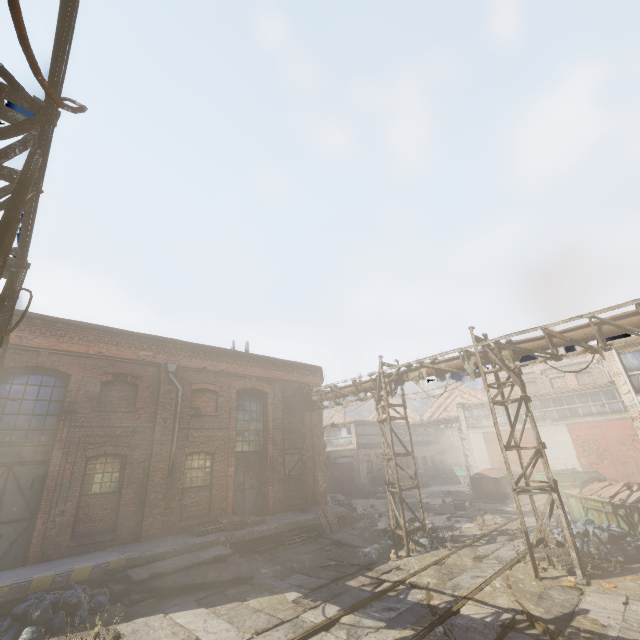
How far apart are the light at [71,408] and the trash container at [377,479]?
24.2m

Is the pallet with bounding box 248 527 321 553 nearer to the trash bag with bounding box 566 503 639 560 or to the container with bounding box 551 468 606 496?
the trash bag with bounding box 566 503 639 560

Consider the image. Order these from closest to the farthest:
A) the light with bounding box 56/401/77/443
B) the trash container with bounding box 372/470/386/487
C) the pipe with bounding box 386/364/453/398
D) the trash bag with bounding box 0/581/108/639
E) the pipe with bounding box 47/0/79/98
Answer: the pipe with bounding box 47/0/79/98 → the trash bag with bounding box 0/581/108/639 → the light with bounding box 56/401/77/443 → the pipe with bounding box 386/364/453/398 → the trash container with bounding box 372/470/386/487

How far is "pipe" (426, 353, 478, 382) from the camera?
10.87m

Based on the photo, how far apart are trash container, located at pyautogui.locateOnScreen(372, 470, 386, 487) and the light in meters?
24.2 m

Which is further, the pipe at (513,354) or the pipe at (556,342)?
the pipe at (513,354)

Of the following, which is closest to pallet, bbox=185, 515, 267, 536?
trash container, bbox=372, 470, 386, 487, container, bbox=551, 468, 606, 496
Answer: trash container, bbox=372, 470, 386, 487

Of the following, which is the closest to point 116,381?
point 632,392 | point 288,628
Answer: point 288,628
